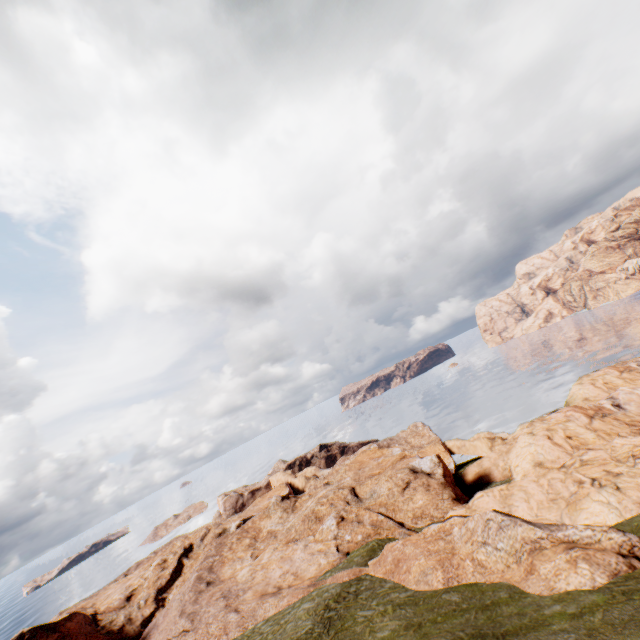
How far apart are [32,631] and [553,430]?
58.0m
